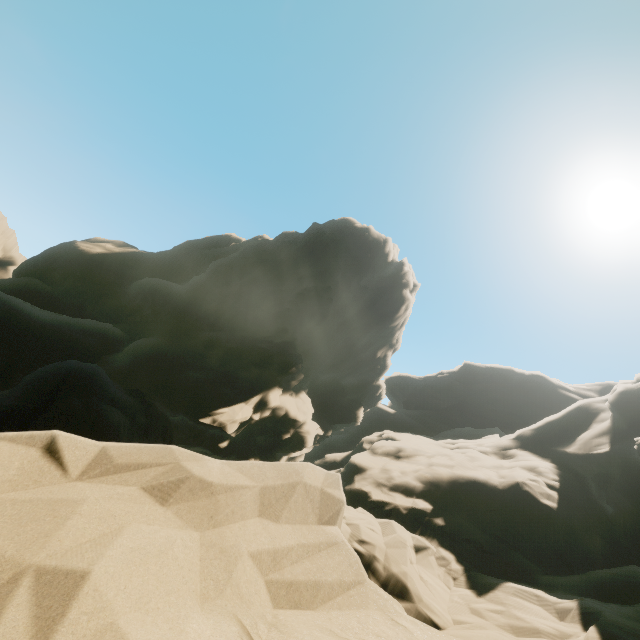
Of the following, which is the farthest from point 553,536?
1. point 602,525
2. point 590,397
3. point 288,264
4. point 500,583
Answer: point 590,397
